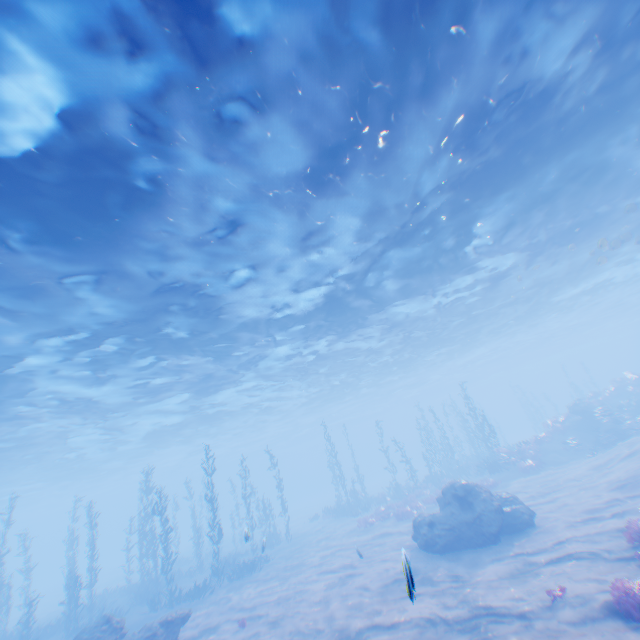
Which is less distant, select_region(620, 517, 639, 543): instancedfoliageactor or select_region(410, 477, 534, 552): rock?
select_region(620, 517, 639, 543): instancedfoliageactor

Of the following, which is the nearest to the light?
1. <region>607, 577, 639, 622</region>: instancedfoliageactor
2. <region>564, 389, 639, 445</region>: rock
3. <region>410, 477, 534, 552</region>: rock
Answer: <region>410, 477, 534, 552</region>: rock

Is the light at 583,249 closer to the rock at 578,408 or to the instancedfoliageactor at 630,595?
the rock at 578,408

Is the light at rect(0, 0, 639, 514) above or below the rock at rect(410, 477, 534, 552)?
above

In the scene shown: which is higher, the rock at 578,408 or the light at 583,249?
the light at 583,249

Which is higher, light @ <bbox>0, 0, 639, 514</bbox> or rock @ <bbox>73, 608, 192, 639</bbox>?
light @ <bbox>0, 0, 639, 514</bbox>

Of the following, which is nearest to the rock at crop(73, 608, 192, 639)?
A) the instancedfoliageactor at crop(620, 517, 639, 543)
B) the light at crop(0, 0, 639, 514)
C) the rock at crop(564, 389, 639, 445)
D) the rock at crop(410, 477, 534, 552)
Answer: the rock at crop(410, 477, 534, 552)

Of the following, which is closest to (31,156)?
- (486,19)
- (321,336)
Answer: (486,19)
